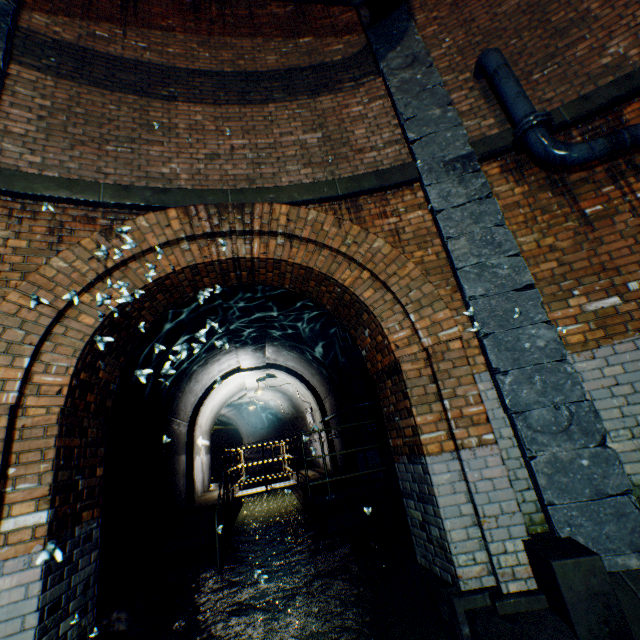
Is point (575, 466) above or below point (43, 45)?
below

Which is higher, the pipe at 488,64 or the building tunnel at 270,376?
the pipe at 488,64

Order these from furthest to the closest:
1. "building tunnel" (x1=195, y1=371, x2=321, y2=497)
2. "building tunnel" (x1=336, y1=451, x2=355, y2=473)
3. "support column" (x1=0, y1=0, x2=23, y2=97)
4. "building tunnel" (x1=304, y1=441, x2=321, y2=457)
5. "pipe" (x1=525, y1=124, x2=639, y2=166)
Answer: "building tunnel" (x1=195, y1=371, x2=321, y2=497)
"building tunnel" (x1=336, y1=451, x2=355, y2=473)
"support column" (x1=0, y1=0, x2=23, y2=97)
"pipe" (x1=525, y1=124, x2=639, y2=166)
"building tunnel" (x1=304, y1=441, x2=321, y2=457)

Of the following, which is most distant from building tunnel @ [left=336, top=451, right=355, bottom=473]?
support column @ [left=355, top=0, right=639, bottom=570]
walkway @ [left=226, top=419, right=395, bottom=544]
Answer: support column @ [left=355, top=0, right=639, bottom=570]

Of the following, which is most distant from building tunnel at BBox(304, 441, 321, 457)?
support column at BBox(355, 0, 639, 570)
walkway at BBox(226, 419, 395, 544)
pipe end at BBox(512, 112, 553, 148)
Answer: pipe end at BBox(512, 112, 553, 148)

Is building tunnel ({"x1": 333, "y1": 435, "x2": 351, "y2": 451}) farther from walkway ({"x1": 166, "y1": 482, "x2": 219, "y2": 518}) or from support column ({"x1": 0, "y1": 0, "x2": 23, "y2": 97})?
support column ({"x1": 0, "y1": 0, "x2": 23, "y2": 97})

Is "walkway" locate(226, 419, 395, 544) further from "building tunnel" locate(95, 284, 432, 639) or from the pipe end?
the pipe end

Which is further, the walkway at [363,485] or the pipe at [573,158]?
the walkway at [363,485]
